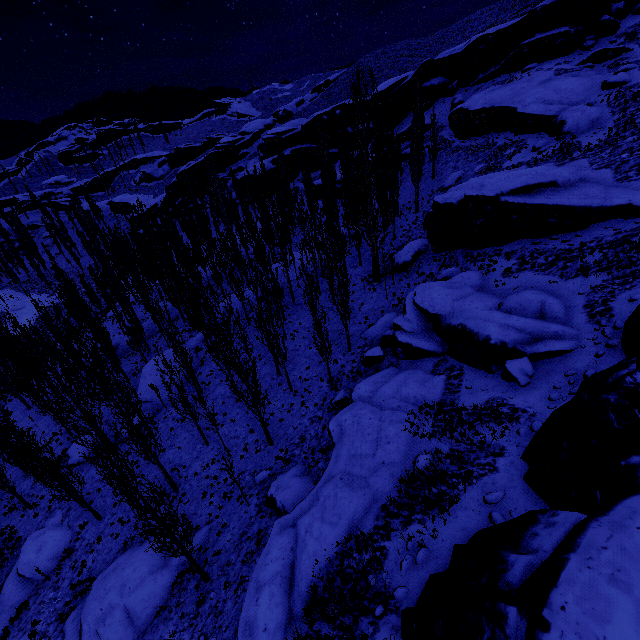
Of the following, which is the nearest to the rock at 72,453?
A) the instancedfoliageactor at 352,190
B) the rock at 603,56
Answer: the instancedfoliageactor at 352,190

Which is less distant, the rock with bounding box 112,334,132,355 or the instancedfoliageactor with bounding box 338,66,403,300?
the instancedfoliageactor with bounding box 338,66,403,300

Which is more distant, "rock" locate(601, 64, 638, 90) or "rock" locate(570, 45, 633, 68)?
"rock" locate(570, 45, 633, 68)

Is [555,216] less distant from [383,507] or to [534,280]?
[534,280]

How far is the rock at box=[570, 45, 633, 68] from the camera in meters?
36.7

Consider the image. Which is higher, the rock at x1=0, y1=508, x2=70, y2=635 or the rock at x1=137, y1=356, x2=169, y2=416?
the rock at x1=137, y1=356, x2=169, y2=416

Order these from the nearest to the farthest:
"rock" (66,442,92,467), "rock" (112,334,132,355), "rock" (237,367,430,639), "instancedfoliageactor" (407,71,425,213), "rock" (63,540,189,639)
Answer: "rock" (237,367,430,639), "rock" (63,540,189,639), "rock" (66,442,92,467), "instancedfoliageactor" (407,71,425,213), "rock" (112,334,132,355)

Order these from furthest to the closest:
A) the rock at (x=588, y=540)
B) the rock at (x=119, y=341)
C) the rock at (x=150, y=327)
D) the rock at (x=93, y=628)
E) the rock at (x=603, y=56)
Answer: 1. the rock at (x=150, y=327)
2. the rock at (x=119, y=341)
3. the rock at (x=603, y=56)
4. the rock at (x=93, y=628)
5. the rock at (x=588, y=540)
